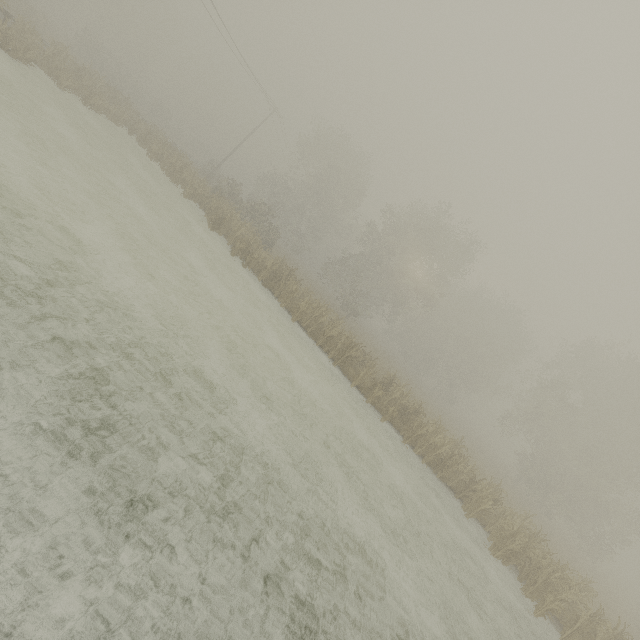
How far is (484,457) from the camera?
34.4m
